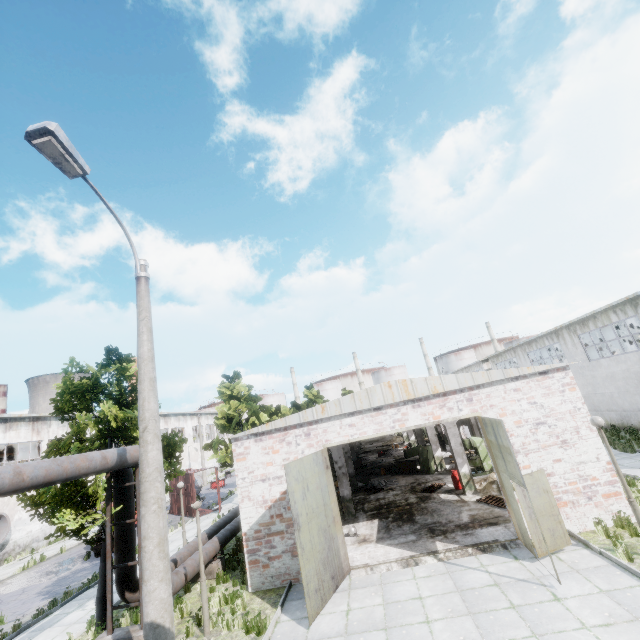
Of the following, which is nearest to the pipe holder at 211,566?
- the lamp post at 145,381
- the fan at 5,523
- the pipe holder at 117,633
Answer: the pipe holder at 117,633

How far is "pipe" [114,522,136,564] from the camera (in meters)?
9.73

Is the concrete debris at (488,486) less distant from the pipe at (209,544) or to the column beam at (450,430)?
the column beam at (450,430)

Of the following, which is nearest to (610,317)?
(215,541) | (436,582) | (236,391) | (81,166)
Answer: (436,582)

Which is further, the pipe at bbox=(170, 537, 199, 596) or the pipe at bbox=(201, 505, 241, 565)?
the pipe at bbox=(201, 505, 241, 565)

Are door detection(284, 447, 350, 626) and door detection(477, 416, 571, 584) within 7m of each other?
yes

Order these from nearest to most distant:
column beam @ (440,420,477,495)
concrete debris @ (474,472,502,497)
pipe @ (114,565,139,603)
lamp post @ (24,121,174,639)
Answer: lamp post @ (24,121,174,639) < pipe @ (114,565,139,603) < concrete debris @ (474,472,502,497) < column beam @ (440,420,477,495)

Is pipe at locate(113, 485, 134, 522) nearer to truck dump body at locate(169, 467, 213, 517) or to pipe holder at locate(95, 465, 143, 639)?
pipe holder at locate(95, 465, 143, 639)
